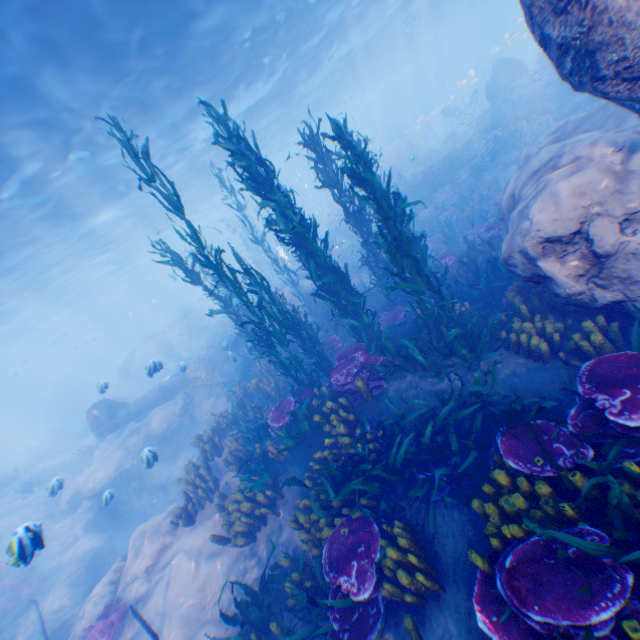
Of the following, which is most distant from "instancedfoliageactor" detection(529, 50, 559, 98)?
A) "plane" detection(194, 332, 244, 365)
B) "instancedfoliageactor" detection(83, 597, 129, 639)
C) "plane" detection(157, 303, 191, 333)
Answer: "plane" detection(157, 303, 191, 333)

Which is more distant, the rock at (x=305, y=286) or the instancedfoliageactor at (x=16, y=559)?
the rock at (x=305, y=286)

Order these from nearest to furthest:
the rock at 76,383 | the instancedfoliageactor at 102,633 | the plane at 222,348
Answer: the instancedfoliageactor at 102,633
the plane at 222,348
the rock at 76,383

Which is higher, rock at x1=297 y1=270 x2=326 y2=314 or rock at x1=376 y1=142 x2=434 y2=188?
rock at x1=376 y1=142 x2=434 y2=188

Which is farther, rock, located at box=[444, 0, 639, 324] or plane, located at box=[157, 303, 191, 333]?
plane, located at box=[157, 303, 191, 333]

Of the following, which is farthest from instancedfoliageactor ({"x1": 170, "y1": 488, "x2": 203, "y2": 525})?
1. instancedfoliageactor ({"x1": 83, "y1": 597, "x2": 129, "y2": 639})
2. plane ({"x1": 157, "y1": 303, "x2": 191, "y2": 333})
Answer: plane ({"x1": 157, "y1": 303, "x2": 191, "y2": 333})

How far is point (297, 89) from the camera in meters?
26.9

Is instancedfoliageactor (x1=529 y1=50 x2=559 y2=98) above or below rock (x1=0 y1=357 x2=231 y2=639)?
above
